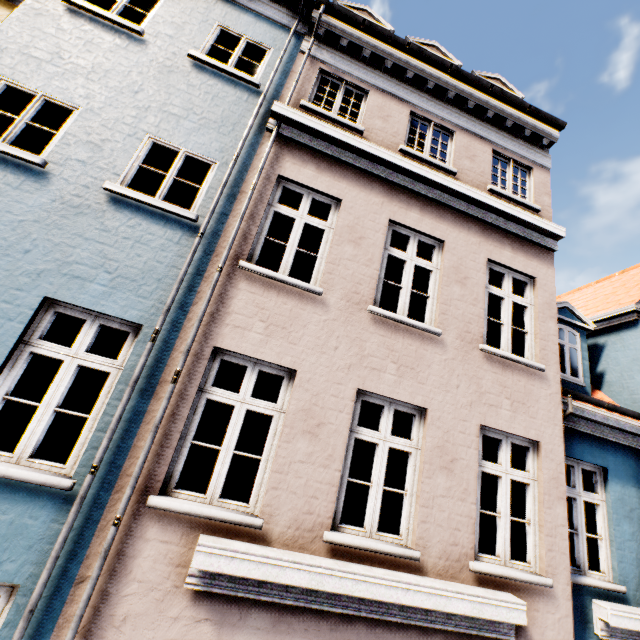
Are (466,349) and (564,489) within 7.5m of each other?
yes
